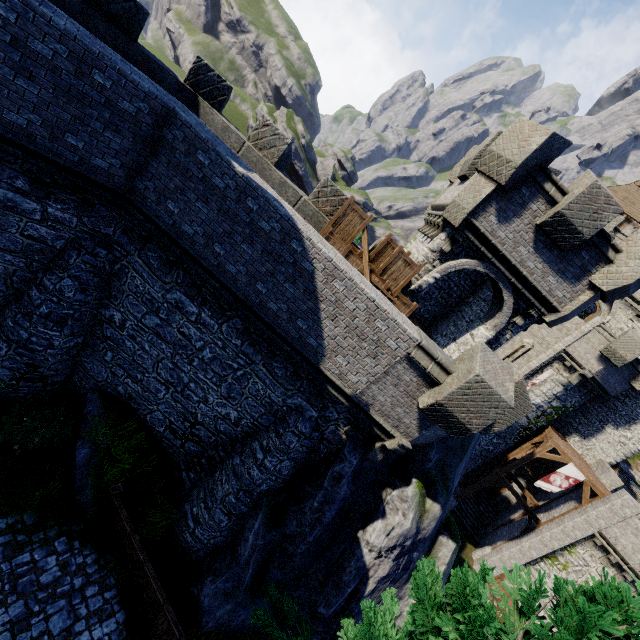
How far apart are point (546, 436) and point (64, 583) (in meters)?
27.09

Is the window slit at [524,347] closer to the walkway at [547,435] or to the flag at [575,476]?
the walkway at [547,435]

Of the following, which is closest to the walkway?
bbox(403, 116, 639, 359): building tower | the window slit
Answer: the window slit

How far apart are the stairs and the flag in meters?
7.0 m

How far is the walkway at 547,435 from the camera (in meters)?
20.16

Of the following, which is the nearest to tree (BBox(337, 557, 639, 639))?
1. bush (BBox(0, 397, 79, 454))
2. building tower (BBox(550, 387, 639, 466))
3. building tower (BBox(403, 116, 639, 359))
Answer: building tower (BBox(403, 116, 639, 359))

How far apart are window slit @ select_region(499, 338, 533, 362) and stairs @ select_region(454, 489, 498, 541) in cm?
1061

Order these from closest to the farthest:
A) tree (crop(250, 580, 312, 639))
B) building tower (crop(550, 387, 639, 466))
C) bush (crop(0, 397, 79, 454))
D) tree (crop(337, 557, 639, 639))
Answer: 1. tree (crop(337, 557, 639, 639))
2. tree (crop(250, 580, 312, 639))
3. bush (crop(0, 397, 79, 454))
4. building tower (crop(550, 387, 639, 466))
